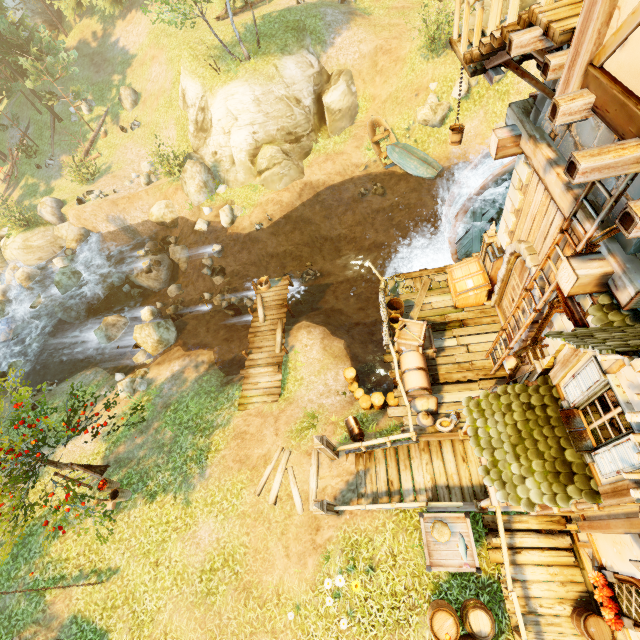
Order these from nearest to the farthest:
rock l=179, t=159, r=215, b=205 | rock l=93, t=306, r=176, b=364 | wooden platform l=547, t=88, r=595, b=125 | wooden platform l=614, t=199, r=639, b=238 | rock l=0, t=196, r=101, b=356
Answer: wooden platform l=614, t=199, r=639, b=238
wooden platform l=547, t=88, r=595, b=125
rock l=93, t=306, r=176, b=364
rock l=179, t=159, r=215, b=205
rock l=0, t=196, r=101, b=356

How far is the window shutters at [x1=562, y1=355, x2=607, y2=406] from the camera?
4.38m

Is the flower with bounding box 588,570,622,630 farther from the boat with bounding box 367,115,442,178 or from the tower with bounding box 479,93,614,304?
the boat with bounding box 367,115,442,178

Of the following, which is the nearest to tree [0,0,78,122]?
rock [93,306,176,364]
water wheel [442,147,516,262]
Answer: rock [93,306,176,364]

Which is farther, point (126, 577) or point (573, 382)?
point (126, 577)

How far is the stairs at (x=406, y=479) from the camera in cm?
882

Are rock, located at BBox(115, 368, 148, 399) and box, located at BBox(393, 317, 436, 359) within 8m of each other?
no

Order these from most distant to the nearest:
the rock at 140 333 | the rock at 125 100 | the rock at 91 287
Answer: the rock at 125 100
the rock at 91 287
the rock at 140 333
